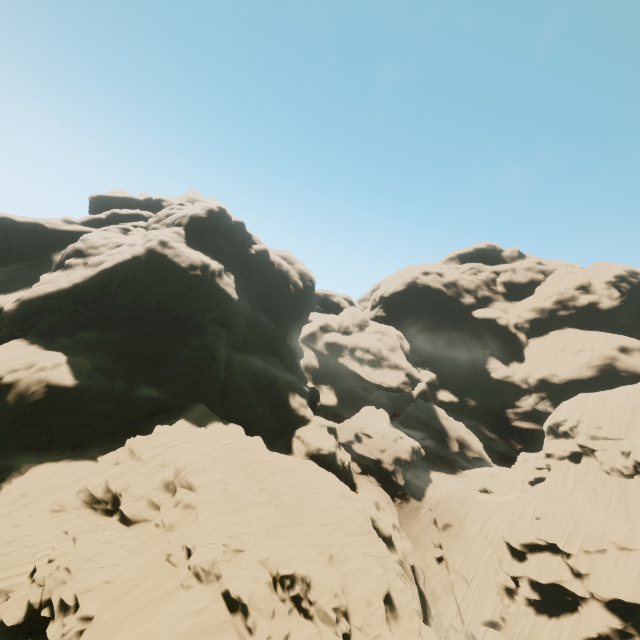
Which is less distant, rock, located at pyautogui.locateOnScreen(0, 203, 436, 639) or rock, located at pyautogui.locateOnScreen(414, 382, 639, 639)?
rock, located at pyautogui.locateOnScreen(0, 203, 436, 639)

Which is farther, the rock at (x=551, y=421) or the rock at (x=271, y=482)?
the rock at (x=551, y=421)

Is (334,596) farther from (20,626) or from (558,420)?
(558,420)
